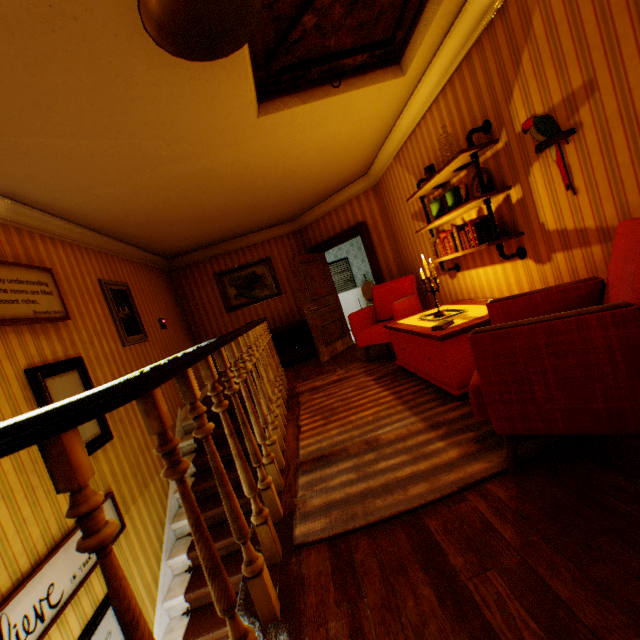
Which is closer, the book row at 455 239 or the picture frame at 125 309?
the book row at 455 239

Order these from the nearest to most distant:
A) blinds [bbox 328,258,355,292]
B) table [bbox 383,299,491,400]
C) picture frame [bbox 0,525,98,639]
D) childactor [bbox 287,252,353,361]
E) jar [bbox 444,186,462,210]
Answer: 1. picture frame [bbox 0,525,98,639]
2. table [bbox 383,299,491,400]
3. jar [bbox 444,186,462,210]
4. childactor [bbox 287,252,353,361]
5. blinds [bbox 328,258,355,292]

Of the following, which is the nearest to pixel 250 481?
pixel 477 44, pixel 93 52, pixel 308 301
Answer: pixel 93 52

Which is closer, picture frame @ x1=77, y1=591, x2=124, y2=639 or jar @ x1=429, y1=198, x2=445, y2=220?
picture frame @ x1=77, y1=591, x2=124, y2=639

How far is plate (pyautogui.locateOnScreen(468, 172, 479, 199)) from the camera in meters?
3.3 m

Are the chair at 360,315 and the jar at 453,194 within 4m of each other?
yes

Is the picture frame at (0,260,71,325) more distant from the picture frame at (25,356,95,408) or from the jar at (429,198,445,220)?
the jar at (429,198,445,220)

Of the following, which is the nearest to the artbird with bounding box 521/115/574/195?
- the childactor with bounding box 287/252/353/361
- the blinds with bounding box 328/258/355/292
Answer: the childactor with bounding box 287/252/353/361
